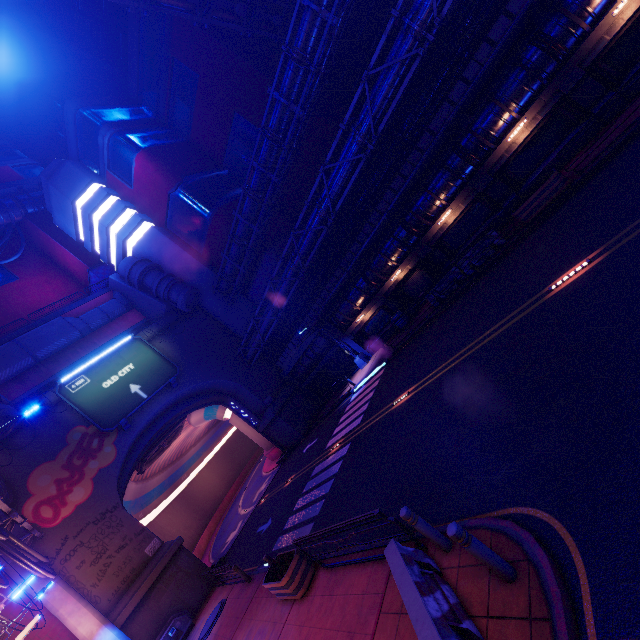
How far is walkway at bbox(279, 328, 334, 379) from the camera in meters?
29.6 m

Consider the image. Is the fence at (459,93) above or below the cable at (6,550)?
below

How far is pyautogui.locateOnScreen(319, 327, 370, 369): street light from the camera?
27.10m

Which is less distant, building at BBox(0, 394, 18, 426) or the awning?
the awning

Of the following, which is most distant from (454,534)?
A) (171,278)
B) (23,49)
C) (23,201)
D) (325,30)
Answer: (23,49)

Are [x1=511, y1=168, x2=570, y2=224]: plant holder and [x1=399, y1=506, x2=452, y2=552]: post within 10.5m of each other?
no

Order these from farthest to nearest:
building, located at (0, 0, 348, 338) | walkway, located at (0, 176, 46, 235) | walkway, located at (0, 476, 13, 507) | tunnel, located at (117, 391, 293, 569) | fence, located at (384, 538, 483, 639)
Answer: walkway, located at (0, 176, 46, 235)
building, located at (0, 0, 348, 338)
tunnel, located at (117, 391, 293, 569)
walkway, located at (0, 476, 13, 507)
fence, located at (384, 538, 483, 639)

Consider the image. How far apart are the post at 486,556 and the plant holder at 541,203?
14.06m
